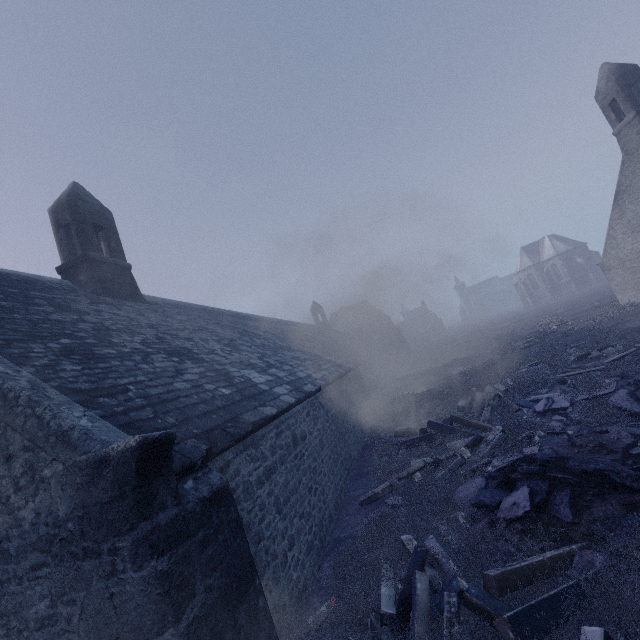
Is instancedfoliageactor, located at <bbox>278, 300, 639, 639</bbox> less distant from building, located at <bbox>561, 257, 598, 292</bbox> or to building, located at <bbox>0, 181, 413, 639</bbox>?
building, located at <bbox>0, 181, 413, 639</bbox>

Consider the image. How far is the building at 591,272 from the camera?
58.66m

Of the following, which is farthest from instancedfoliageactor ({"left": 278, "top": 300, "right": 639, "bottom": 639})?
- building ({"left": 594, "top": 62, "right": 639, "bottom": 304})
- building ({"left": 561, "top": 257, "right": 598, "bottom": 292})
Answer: building ({"left": 561, "top": 257, "right": 598, "bottom": 292})

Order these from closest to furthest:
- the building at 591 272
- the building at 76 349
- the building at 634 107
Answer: the building at 76 349
the building at 634 107
the building at 591 272

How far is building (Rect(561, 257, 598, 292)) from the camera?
58.7 meters

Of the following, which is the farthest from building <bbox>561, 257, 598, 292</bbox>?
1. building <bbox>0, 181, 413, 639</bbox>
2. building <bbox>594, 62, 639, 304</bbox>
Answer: building <bbox>0, 181, 413, 639</bbox>

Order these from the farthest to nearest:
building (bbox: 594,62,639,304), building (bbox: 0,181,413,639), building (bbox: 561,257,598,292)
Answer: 1. building (bbox: 561,257,598,292)
2. building (bbox: 594,62,639,304)
3. building (bbox: 0,181,413,639)

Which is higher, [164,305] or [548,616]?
[164,305]
